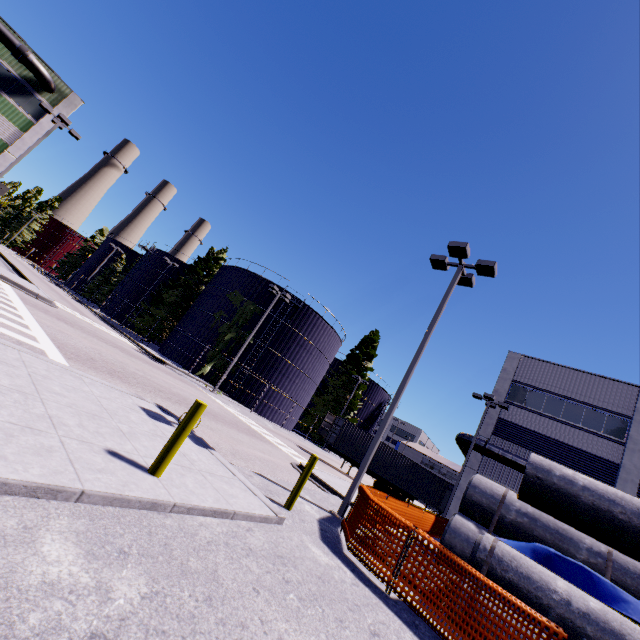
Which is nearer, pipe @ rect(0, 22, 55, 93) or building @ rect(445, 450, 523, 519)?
building @ rect(445, 450, 523, 519)

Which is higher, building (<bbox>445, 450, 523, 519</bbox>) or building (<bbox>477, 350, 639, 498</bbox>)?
building (<bbox>477, 350, 639, 498</bbox>)

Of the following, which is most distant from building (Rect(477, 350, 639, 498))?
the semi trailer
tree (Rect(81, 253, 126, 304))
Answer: tree (Rect(81, 253, 126, 304))

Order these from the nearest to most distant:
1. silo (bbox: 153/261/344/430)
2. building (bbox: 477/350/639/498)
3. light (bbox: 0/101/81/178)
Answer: light (bbox: 0/101/81/178)
building (bbox: 477/350/639/498)
silo (bbox: 153/261/344/430)

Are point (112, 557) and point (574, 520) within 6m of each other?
no

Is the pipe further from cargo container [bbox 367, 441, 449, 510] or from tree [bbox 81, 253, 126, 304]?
tree [bbox 81, 253, 126, 304]

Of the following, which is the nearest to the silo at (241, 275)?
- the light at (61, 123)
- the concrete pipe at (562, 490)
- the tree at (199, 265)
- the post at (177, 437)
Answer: the tree at (199, 265)

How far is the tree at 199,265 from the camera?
39.4 meters
